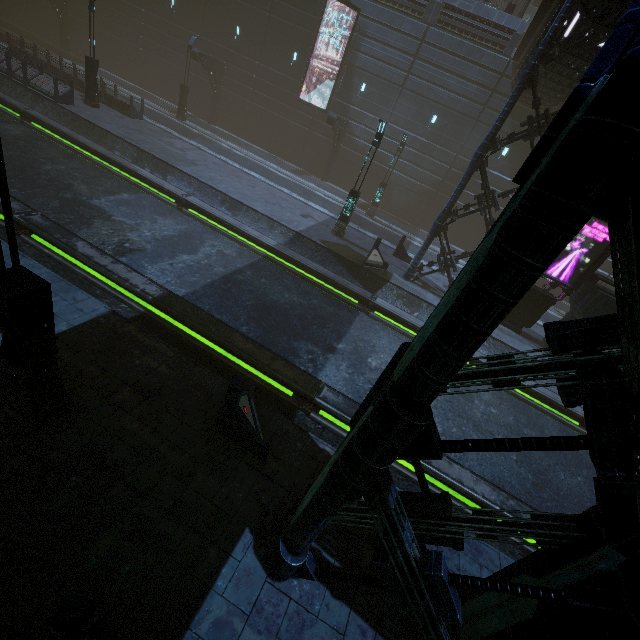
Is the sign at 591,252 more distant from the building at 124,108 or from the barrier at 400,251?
the barrier at 400,251

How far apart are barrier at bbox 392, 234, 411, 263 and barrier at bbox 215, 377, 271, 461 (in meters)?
13.86

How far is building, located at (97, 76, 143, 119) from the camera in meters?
20.7

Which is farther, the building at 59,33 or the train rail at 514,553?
the building at 59,33

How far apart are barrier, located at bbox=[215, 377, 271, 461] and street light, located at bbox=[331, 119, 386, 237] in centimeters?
1228cm

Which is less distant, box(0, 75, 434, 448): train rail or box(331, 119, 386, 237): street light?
box(0, 75, 434, 448): train rail

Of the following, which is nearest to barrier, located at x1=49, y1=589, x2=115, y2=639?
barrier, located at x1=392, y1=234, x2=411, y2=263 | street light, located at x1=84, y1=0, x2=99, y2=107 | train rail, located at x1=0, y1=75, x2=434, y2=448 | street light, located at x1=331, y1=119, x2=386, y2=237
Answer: train rail, located at x1=0, y1=75, x2=434, y2=448

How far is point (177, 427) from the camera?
5.7 meters
